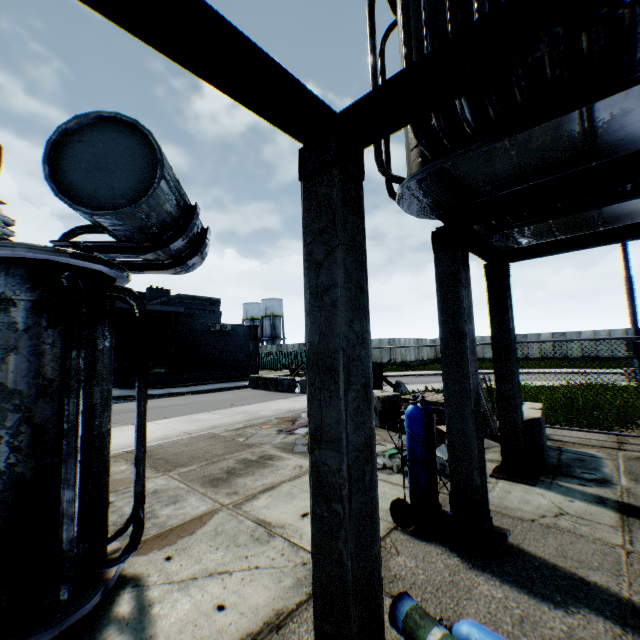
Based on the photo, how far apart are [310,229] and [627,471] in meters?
6.6 m

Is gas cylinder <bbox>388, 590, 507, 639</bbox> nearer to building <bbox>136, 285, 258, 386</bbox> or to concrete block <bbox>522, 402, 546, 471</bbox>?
concrete block <bbox>522, 402, 546, 471</bbox>

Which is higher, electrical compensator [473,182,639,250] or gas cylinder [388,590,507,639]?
electrical compensator [473,182,639,250]

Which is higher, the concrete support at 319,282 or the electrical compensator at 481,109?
the electrical compensator at 481,109

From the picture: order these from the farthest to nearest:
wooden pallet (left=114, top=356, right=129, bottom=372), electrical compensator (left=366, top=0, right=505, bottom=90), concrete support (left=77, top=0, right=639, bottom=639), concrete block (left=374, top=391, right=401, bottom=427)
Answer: wooden pallet (left=114, top=356, right=129, bottom=372) → concrete block (left=374, top=391, right=401, bottom=427) → electrical compensator (left=366, top=0, right=505, bottom=90) → concrete support (left=77, top=0, right=639, bottom=639)

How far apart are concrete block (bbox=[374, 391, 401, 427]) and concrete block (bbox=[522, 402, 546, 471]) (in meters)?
2.52

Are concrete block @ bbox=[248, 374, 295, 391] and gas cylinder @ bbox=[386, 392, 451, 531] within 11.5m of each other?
no

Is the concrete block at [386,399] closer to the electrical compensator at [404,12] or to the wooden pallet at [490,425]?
the wooden pallet at [490,425]
